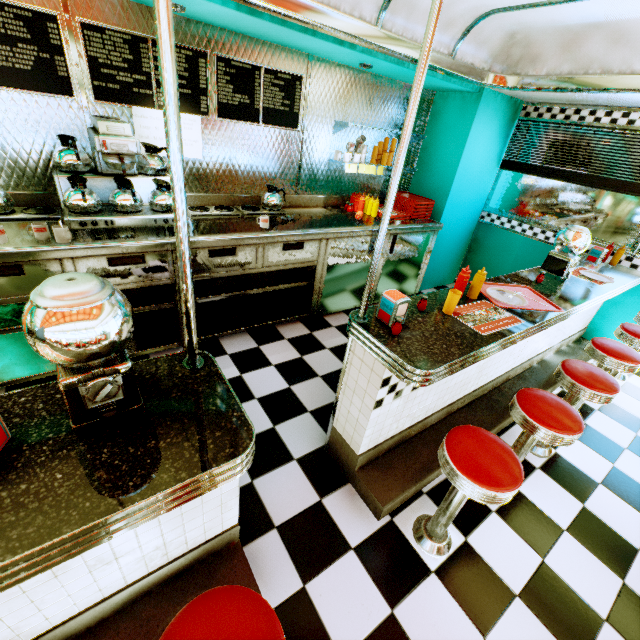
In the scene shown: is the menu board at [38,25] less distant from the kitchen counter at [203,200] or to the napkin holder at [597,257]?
the kitchen counter at [203,200]

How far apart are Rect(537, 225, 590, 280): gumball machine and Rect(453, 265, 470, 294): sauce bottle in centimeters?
124cm

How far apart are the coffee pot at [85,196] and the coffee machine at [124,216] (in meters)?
0.01

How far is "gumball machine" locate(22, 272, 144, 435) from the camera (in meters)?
0.83

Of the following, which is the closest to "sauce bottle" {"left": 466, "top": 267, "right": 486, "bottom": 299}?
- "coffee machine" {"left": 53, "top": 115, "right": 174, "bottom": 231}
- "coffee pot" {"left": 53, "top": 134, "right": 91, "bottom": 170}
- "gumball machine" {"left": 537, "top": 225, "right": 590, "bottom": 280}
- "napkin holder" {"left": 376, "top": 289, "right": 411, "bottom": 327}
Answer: "napkin holder" {"left": 376, "top": 289, "right": 411, "bottom": 327}

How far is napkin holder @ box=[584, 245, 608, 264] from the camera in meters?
3.6 m

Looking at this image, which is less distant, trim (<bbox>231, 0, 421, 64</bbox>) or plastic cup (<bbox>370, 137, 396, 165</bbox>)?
trim (<bbox>231, 0, 421, 64</bbox>)

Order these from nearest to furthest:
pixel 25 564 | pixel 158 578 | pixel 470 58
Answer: pixel 25 564 < pixel 158 578 < pixel 470 58
